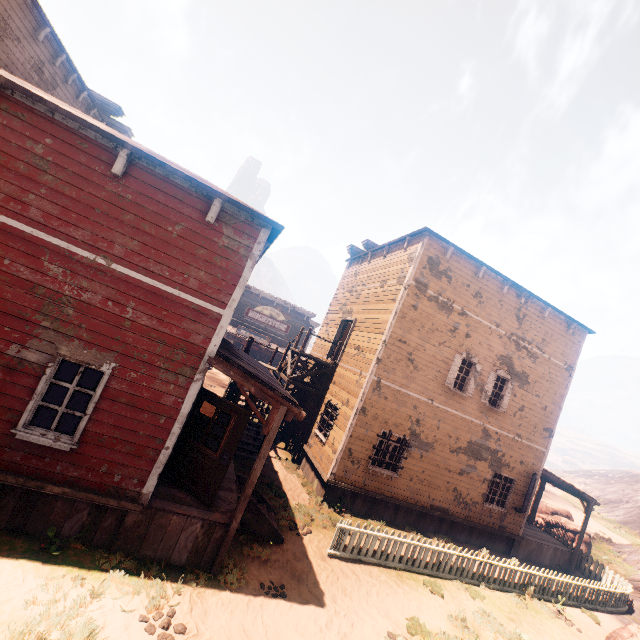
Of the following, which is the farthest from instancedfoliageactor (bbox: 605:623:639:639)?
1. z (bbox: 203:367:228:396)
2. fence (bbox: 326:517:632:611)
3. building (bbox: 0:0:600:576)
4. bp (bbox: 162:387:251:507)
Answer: bp (bbox: 162:387:251:507)

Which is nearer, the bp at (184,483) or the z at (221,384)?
the bp at (184,483)

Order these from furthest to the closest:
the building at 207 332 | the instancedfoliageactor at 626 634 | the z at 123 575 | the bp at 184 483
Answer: the instancedfoliageactor at 626 634, the bp at 184 483, the building at 207 332, the z at 123 575

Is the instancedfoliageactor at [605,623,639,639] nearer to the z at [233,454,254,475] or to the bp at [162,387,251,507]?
the z at [233,454,254,475]

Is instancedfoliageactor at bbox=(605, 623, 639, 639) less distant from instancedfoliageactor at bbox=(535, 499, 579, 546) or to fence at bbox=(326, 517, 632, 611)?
fence at bbox=(326, 517, 632, 611)

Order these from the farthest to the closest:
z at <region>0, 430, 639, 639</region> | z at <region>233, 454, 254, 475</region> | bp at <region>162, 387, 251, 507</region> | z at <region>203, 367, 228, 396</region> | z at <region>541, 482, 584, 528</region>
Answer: z at <region>541, 482, 584, 528</region>, z at <region>203, 367, 228, 396</region>, z at <region>233, 454, 254, 475</region>, bp at <region>162, 387, 251, 507</region>, z at <region>0, 430, 639, 639</region>

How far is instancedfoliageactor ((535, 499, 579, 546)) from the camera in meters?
18.5 m

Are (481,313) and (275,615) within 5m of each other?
no
